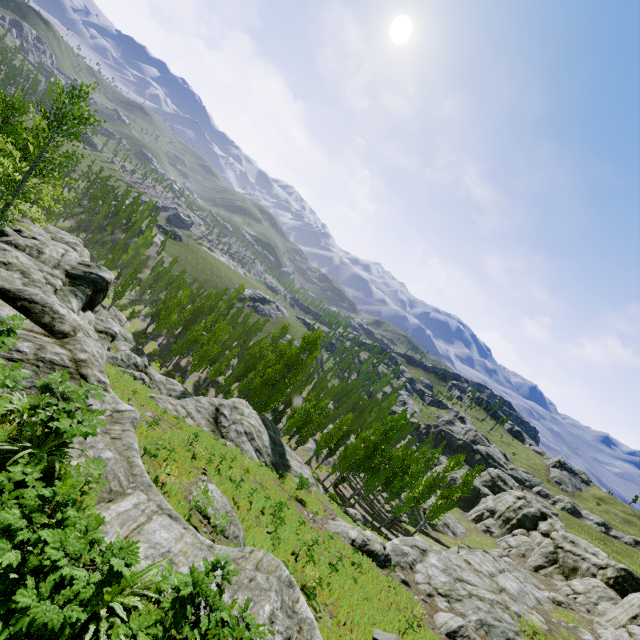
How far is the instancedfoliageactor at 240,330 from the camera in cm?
4328

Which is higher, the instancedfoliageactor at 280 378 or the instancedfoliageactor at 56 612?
the instancedfoliageactor at 56 612

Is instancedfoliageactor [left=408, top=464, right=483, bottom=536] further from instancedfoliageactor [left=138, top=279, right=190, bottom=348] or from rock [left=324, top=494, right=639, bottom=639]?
rock [left=324, top=494, right=639, bottom=639]

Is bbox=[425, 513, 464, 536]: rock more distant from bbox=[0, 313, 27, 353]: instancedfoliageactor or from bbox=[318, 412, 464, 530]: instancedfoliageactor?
bbox=[318, 412, 464, 530]: instancedfoliageactor

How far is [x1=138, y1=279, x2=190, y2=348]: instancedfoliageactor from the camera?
46.7 meters

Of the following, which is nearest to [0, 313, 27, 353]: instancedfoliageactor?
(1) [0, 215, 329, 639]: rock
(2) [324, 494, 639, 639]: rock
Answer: (1) [0, 215, 329, 639]: rock

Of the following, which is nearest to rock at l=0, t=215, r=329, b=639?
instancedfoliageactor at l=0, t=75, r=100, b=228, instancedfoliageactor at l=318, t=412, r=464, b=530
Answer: instancedfoliageactor at l=0, t=75, r=100, b=228

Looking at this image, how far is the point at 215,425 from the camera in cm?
2791
